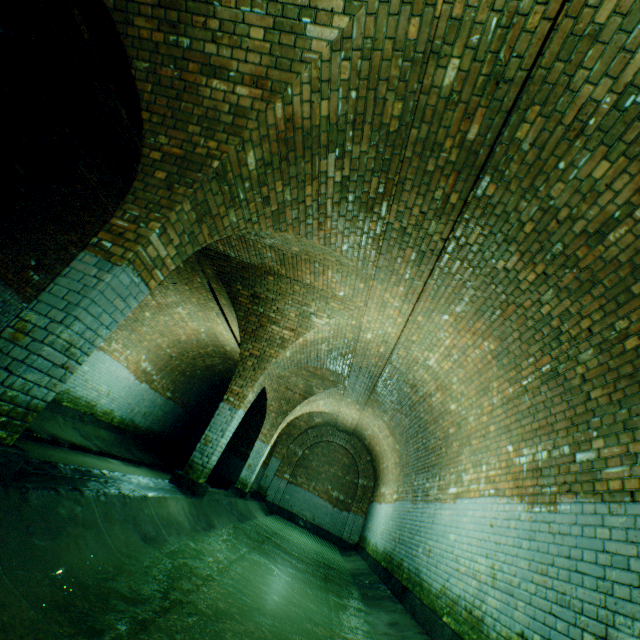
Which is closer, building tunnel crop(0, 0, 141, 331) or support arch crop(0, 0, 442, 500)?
support arch crop(0, 0, 442, 500)

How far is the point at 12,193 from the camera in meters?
5.9 m

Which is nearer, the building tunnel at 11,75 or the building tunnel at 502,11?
the building tunnel at 502,11

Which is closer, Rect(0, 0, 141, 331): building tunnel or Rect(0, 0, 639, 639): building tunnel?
Rect(0, 0, 639, 639): building tunnel

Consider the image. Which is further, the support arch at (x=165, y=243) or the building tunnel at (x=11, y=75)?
the building tunnel at (x=11, y=75)
